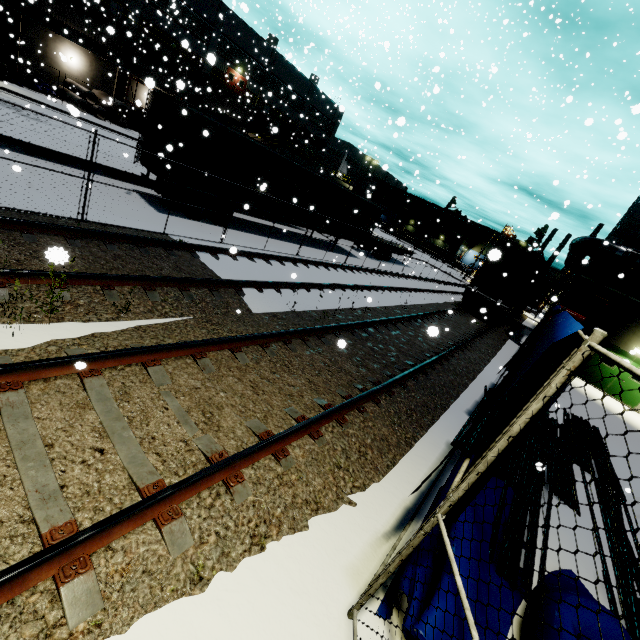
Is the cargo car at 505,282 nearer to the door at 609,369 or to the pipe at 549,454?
the door at 609,369

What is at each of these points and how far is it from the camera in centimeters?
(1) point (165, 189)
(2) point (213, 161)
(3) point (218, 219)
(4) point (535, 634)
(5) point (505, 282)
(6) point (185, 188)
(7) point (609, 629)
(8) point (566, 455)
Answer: (1) semi trailer, 1421cm
(2) semi trailer, 1294cm
(3) semi trailer, 1461cm
(4) tarp, 324cm
(5) cargo car, 2092cm
(6) semi trailer, 1275cm
(7) tarp, 341cm
(8) pipe, 813cm

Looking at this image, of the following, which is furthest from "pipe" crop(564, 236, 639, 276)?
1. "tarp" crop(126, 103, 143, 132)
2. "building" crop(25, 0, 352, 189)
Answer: "tarp" crop(126, 103, 143, 132)

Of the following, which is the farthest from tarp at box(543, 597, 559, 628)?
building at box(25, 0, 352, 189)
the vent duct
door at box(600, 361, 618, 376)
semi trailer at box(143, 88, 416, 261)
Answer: the vent duct

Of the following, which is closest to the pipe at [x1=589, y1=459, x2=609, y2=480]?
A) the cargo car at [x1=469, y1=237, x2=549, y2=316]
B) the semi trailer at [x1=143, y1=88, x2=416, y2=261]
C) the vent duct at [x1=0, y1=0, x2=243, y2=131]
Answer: the semi trailer at [x1=143, y1=88, x2=416, y2=261]

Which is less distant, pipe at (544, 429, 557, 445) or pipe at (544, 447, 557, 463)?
pipe at (544, 447, 557, 463)

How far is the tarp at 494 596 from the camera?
3.63m

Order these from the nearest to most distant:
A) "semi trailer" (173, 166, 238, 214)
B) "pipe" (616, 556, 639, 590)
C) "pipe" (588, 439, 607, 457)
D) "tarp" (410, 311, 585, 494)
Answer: "tarp" (410, 311, 585, 494)
"pipe" (616, 556, 639, 590)
"pipe" (588, 439, 607, 457)
"semi trailer" (173, 166, 238, 214)
